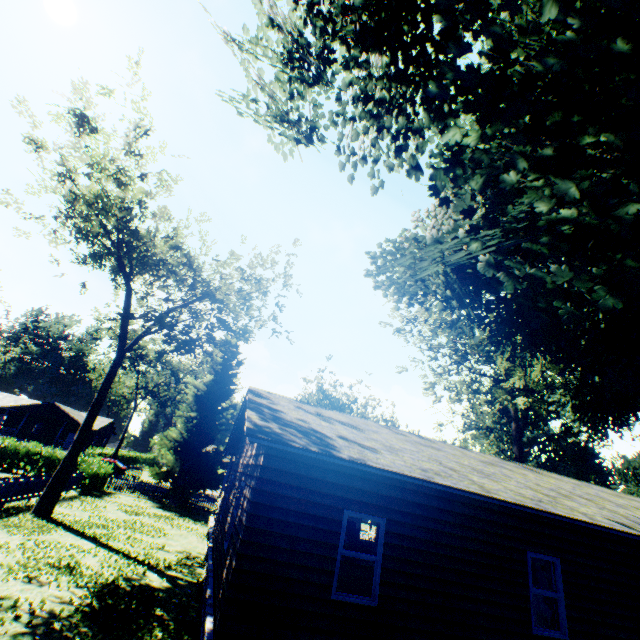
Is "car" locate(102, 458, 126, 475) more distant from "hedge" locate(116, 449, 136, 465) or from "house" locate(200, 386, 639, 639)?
"house" locate(200, 386, 639, 639)

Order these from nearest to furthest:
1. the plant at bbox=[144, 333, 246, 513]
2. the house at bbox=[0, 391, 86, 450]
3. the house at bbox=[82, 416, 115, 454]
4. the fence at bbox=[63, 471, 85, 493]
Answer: the fence at bbox=[63, 471, 85, 493], the plant at bbox=[144, 333, 246, 513], the house at bbox=[0, 391, 86, 450], the house at bbox=[82, 416, 115, 454]

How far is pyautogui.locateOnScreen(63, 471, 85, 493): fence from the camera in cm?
2116

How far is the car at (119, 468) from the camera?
36.69m

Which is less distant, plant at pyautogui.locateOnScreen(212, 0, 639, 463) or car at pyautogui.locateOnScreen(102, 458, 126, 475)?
plant at pyautogui.locateOnScreen(212, 0, 639, 463)

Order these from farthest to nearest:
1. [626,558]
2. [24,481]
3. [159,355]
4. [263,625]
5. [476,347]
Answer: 1. [476,347]
2. [159,355]
3. [24,481]
4. [626,558]
5. [263,625]

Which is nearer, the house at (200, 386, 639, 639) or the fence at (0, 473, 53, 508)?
the house at (200, 386, 639, 639)

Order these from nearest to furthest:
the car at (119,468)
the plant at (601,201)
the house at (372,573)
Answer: the plant at (601,201) < the house at (372,573) < the car at (119,468)
